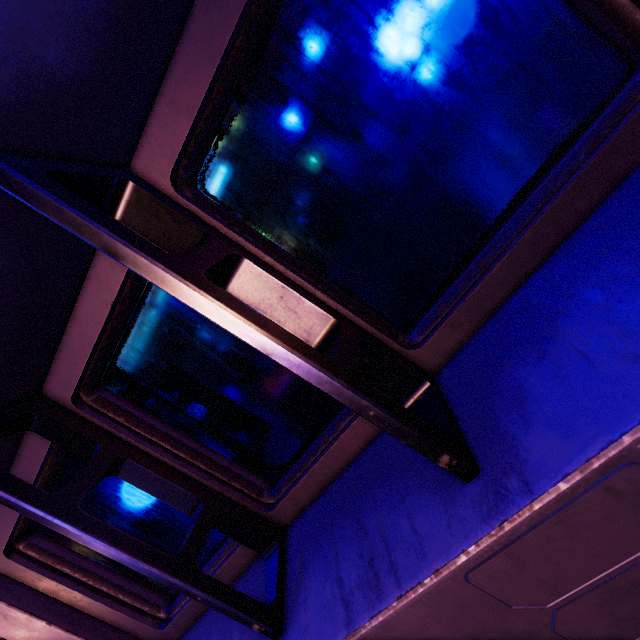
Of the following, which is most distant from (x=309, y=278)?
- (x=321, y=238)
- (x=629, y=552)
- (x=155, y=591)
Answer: (x=155, y=591)
